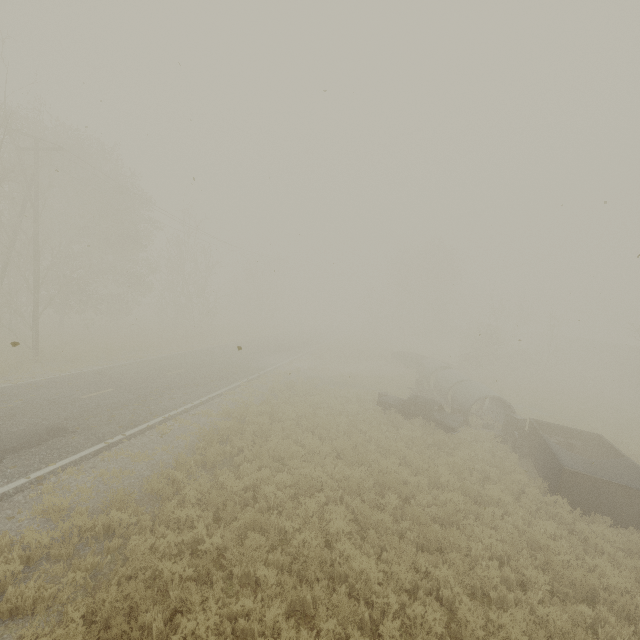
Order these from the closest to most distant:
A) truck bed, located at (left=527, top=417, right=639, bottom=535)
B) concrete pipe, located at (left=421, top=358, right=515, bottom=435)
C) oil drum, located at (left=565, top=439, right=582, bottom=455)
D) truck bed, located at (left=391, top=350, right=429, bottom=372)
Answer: truck bed, located at (left=527, top=417, right=639, bottom=535)
oil drum, located at (left=565, top=439, right=582, bottom=455)
concrete pipe, located at (left=421, top=358, right=515, bottom=435)
truck bed, located at (left=391, top=350, right=429, bottom=372)

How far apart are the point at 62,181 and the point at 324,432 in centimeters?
2675cm

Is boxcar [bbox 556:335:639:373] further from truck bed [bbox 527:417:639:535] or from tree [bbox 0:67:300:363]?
tree [bbox 0:67:300:363]

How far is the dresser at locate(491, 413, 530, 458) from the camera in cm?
Result: 1456

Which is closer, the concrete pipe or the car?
the car

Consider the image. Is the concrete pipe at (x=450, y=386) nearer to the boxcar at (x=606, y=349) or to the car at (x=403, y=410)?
the car at (x=403, y=410)

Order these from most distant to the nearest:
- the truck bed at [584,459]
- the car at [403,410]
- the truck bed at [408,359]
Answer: the truck bed at [408,359] < the car at [403,410] < the truck bed at [584,459]

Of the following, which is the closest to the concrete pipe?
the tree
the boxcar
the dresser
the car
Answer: the dresser
